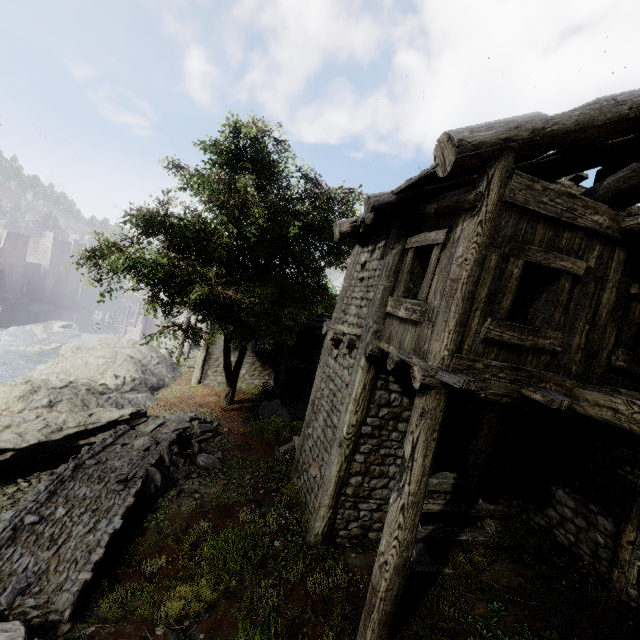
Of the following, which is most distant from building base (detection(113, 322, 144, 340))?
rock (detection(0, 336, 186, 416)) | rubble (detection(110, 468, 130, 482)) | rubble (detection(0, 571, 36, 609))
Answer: rubble (detection(0, 571, 36, 609))

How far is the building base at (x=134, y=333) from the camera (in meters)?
45.54

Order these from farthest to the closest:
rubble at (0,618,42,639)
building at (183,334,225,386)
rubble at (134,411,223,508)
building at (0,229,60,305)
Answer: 1. building at (0,229,60,305)
2. building at (183,334,225,386)
3. rubble at (134,411,223,508)
4. rubble at (0,618,42,639)

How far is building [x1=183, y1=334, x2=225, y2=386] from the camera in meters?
21.0 m

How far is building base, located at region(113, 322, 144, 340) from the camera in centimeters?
4554cm

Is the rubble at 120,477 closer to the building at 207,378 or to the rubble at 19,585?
the rubble at 19,585

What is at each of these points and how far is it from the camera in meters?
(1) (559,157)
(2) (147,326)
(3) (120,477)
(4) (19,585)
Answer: (1) building, 6.5 m
(2) building, 48.7 m
(3) rubble, 8.1 m
(4) rubble, 5.2 m

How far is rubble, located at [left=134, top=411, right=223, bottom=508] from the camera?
8.6m
